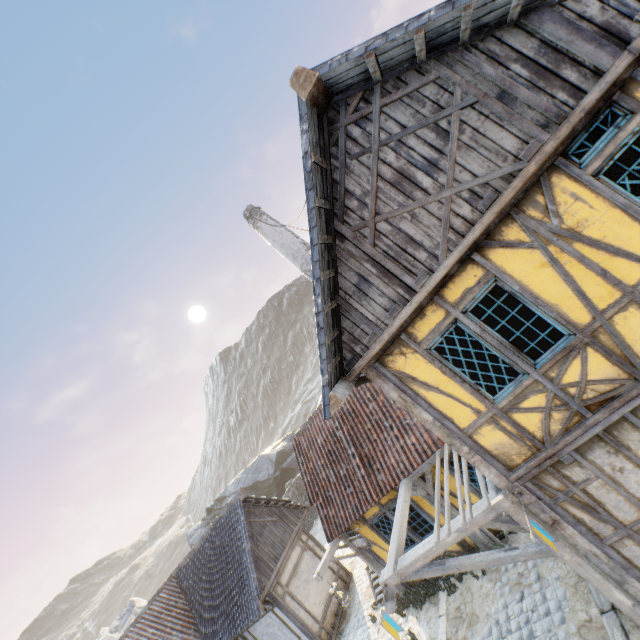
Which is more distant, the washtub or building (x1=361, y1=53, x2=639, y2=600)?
the washtub

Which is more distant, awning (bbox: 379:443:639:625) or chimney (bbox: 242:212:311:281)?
chimney (bbox: 242:212:311:281)

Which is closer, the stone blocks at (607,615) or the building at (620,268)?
the building at (620,268)

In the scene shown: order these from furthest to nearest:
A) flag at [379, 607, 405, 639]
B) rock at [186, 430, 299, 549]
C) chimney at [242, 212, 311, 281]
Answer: rock at [186, 430, 299, 549], chimney at [242, 212, 311, 281], flag at [379, 607, 405, 639]

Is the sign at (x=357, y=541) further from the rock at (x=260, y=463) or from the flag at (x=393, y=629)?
the rock at (x=260, y=463)

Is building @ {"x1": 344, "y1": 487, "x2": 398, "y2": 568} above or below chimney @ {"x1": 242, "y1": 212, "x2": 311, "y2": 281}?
below

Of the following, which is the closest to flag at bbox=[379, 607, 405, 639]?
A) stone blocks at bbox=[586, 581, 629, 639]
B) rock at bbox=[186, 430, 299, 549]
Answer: stone blocks at bbox=[586, 581, 629, 639]

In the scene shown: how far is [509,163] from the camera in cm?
399
